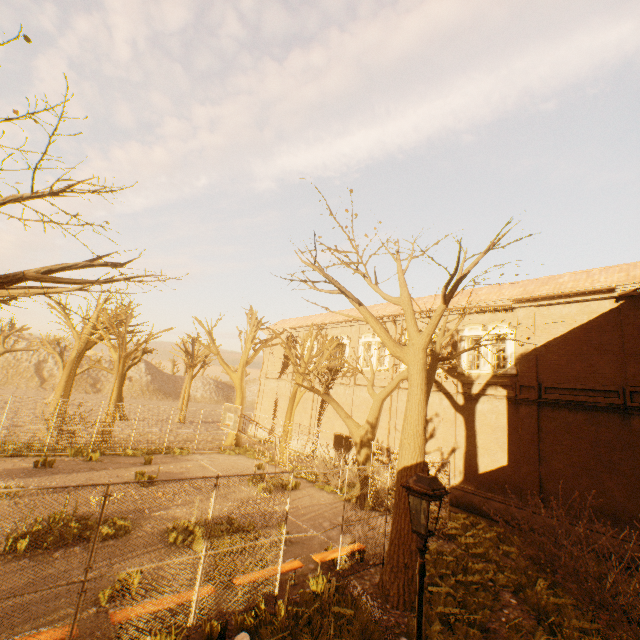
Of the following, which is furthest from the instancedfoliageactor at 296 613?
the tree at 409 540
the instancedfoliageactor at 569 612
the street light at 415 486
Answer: the instancedfoliageactor at 569 612

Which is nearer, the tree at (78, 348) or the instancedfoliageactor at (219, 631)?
the tree at (78, 348)

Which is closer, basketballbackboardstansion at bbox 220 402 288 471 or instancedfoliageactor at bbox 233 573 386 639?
instancedfoliageactor at bbox 233 573 386 639

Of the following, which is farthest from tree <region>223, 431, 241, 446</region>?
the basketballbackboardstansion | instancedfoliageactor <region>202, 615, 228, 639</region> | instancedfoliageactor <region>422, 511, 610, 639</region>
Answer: instancedfoliageactor <region>202, 615, 228, 639</region>

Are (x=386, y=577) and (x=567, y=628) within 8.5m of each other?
yes

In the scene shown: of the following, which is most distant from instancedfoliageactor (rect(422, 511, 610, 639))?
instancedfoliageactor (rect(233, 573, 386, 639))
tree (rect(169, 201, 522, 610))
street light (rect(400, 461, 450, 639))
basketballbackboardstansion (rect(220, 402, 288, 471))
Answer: basketballbackboardstansion (rect(220, 402, 288, 471))

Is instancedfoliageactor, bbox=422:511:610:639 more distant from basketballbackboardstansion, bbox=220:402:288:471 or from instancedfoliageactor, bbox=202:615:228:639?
basketballbackboardstansion, bbox=220:402:288:471

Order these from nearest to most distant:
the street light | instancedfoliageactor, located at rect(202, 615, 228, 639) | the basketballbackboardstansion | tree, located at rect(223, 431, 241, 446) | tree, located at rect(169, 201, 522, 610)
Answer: the street light < instancedfoliageactor, located at rect(202, 615, 228, 639) < tree, located at rect(169, 201, 522, 610) < the basketballbackboardstansion < tree, located at rect(223, 431, 241, 446)
